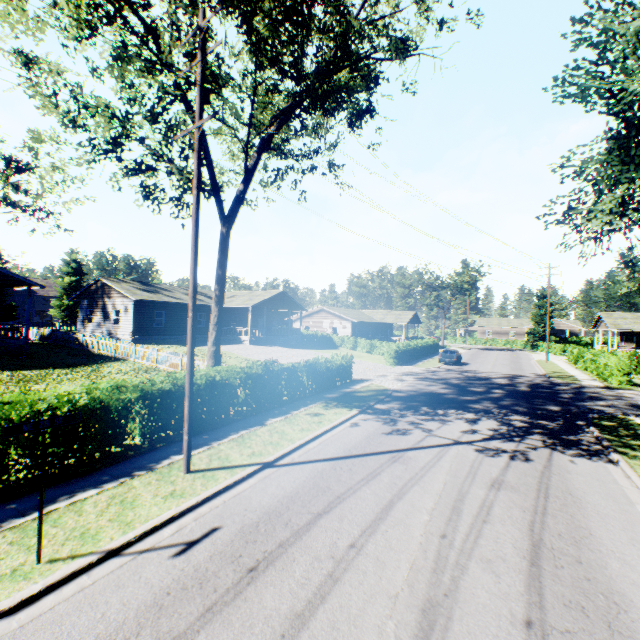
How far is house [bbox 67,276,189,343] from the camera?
29.6m

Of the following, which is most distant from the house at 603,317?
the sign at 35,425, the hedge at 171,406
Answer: the sign at 35,425

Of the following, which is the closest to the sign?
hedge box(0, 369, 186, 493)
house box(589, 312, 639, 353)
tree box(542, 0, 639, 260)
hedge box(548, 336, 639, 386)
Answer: hedge box(0, 369, 186, 493)

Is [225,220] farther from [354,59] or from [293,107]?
[354,59]

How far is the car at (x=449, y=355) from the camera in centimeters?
3325cm

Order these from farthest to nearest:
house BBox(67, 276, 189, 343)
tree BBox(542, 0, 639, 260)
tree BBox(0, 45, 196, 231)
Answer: house BBox(67, 276, 189, 343) < tree BBox(0, 45, 196, 231) < tree BBox(542, 0, 639, 260)

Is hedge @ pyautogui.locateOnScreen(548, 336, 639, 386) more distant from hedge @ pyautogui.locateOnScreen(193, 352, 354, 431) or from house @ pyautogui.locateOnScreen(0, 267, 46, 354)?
hedge @ pyautogui.locateOnScreen(193, 352, 354, 431)

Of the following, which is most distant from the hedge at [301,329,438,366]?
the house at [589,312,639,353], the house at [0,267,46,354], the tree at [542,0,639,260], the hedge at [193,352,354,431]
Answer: the tree at [542,0,639,260]
